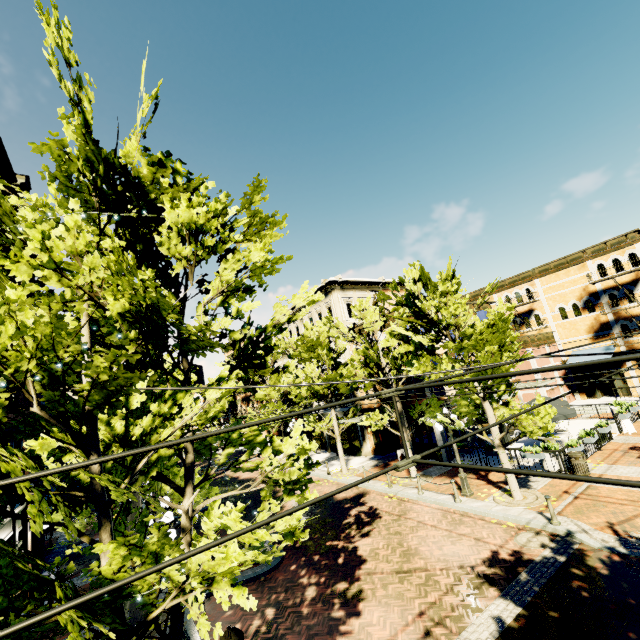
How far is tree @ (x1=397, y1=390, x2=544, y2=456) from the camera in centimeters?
1245cm

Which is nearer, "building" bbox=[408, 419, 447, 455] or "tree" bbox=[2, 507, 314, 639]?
"tree" bbox=[2, 507, 314, 639]

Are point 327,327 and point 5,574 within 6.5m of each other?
no

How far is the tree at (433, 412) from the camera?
12.5 meters

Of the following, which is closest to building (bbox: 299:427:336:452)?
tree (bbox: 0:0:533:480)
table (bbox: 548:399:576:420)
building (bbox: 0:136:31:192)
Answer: tree (bbox: 0:0:533:480)

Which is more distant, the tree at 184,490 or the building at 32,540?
the building at 32,540

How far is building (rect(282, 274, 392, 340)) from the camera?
26.77m
